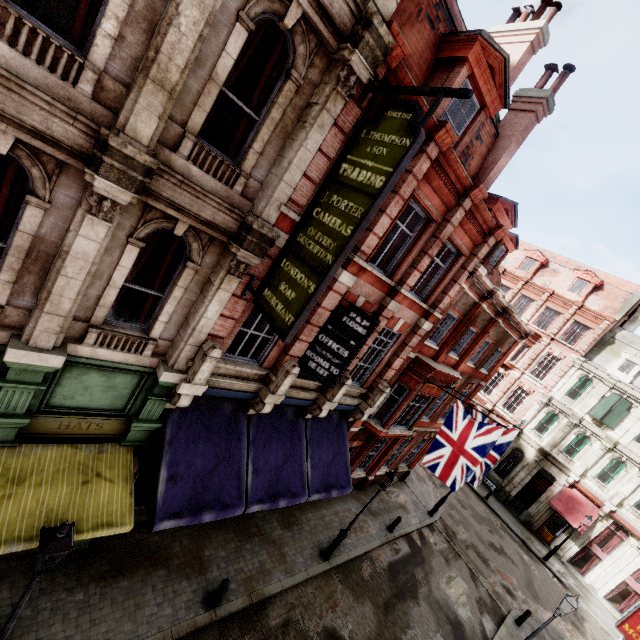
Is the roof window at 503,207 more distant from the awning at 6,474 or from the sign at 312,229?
the awning at 6,474

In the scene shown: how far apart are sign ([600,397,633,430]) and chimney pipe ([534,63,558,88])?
24.5 meters

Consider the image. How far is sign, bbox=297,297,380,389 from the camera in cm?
905

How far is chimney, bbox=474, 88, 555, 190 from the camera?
11.2m

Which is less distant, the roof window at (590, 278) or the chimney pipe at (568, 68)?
the chimney pipe at (568, 68)

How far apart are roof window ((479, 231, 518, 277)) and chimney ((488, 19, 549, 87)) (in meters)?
5.26

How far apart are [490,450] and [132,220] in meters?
12.7 m

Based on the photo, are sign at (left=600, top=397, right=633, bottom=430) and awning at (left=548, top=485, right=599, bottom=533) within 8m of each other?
yes
